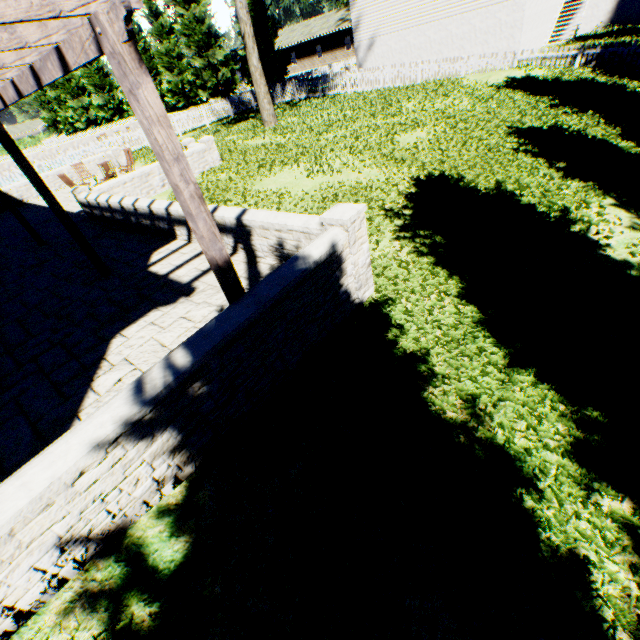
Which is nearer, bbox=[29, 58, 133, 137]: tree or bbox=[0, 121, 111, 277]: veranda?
bbox=[0, 121, 111, 277]: veranda

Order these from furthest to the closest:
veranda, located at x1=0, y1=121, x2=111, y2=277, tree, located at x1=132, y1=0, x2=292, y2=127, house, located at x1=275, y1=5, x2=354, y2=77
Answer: house, located at x1=275, y1=5, x2=354, y2=77 < tree, located at x1=132, y1=0, x2=292, y2=127 < veranda, located at x1=0, y1=121, x2=111, y2=277

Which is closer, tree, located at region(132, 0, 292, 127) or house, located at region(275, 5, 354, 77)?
tree, located at region(132, 0, 292, 127)

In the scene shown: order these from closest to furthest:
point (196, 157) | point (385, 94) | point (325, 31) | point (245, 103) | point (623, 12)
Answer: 1. point (196, 157)
2. point (385, 94)
3. point (623, 12)
4. point (245, 103)
5. point (325, 31)

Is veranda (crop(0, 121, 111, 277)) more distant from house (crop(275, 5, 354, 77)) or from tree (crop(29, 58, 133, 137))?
house (crop(275, 5, 354, 77))

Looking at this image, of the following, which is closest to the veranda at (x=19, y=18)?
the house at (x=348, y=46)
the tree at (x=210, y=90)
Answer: the tree at (x=210, y=90)

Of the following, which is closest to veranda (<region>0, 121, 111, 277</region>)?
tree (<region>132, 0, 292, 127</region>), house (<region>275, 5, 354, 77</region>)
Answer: tree (<region>132, 0, 292, 127</region>)

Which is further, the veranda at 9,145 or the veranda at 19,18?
the veranda at 9,145
